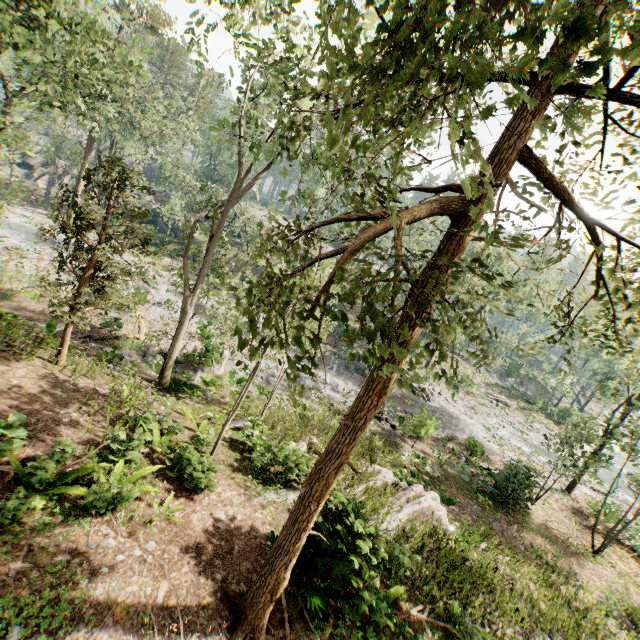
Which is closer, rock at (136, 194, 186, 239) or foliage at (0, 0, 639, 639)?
foliage at (0, 0, 639, 639)

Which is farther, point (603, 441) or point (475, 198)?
point (603, 441)

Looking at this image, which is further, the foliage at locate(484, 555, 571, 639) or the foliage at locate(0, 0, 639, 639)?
the foliage at locate(484, 555, 571, 639)

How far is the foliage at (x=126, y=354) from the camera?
15.6 meters

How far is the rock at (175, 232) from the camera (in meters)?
45.22

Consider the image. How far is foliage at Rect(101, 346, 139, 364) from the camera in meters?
15.6 m

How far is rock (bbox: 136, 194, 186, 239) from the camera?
45.22m
